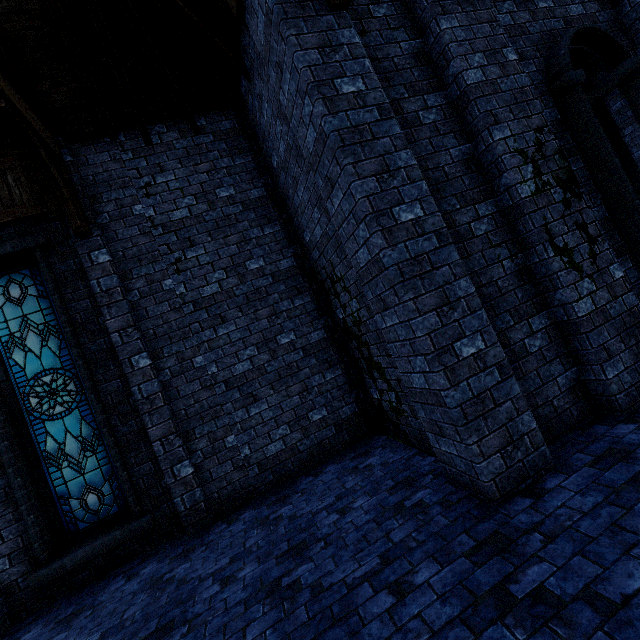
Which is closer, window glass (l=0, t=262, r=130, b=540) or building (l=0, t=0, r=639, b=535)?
building (l=0, t=0, r=639, b=535)

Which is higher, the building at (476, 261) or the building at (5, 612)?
the building at (476, 261)

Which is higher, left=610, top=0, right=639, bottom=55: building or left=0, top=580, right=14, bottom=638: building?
left=610, top=0, right=639, bottom=55: building

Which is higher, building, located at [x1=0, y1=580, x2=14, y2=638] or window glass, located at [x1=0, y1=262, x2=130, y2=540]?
window glass, located at [x1=0, y1=262, x2=130, y2=540]

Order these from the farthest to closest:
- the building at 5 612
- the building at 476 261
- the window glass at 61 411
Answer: the window glass at 61 411 < the building at 5 612 < the building at 476 261

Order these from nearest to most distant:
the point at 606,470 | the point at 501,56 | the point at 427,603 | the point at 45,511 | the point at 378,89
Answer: the point at 427,603 → the point at 606,470 → the point at 378,89 → the point at 501,56 → the point at 45,511

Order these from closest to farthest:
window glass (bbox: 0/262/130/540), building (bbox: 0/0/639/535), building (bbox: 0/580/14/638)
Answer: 1. building (bbox: 0/0/639/535)
2. building (bbox: 0/580/14/638)
3. window glass (bbox: 0/262/130/540)
